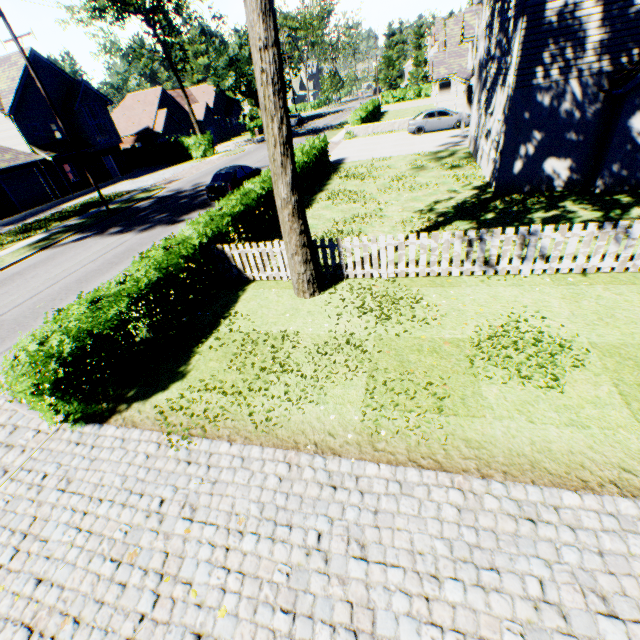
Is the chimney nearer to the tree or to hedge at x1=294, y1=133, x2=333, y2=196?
the tree

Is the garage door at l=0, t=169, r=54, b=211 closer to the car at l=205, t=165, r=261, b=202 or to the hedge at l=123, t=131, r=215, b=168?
the hedge at l=123, t=131, r=215, b=168

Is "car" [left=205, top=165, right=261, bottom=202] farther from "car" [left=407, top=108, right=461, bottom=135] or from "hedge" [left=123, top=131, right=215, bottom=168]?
"hedge" [left=123, top=131, right=215, bottom=168]

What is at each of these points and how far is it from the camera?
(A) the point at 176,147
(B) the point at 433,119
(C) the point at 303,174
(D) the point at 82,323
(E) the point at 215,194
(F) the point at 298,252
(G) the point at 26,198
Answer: (A) hedge, 37.5m
(B) car, 25.5m
(C) hedge, 17.5m
(D) hedge, 6.3m
(E) car, 18.2m
(F) tree, 8.1m
(G) garage door, 28.1m

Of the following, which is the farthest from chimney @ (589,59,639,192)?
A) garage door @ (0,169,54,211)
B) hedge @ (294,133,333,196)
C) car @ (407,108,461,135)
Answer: garage door @ (0,169,54,211)

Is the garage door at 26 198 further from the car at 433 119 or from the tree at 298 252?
the car at 433 119

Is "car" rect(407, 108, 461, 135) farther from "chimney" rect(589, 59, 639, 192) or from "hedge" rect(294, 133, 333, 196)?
"chimney" rect(589, 59, 639, 192)

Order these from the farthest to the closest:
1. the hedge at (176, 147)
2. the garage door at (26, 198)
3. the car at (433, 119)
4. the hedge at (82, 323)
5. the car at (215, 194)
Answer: the hedge at (176, 147) < the garage door at (26, 198) < the car at (433, 119) < the car at (215, 194) < the hedge at (82, 323)
